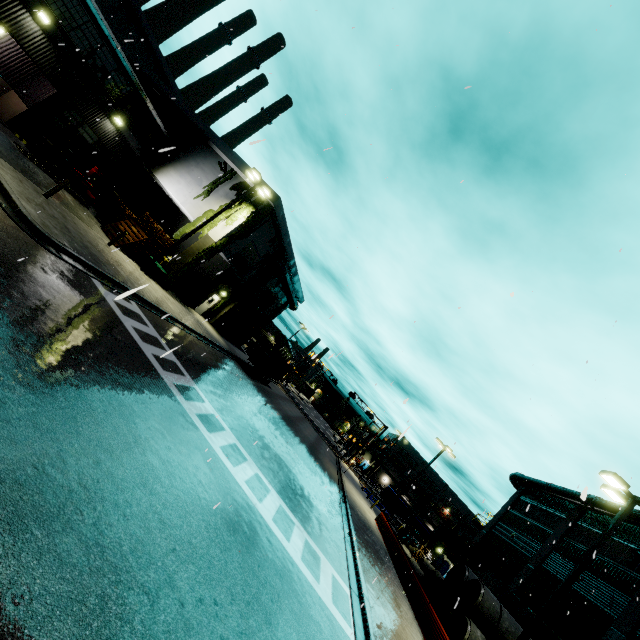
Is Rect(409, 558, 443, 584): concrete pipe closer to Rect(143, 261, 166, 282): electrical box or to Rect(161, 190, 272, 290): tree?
Rect(161, 190, 272, 290): tree

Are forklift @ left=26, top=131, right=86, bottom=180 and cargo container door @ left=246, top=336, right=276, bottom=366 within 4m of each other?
no

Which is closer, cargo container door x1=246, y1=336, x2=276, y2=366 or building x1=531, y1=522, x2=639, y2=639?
building x1=531, y1=522, x2=639, y2=639

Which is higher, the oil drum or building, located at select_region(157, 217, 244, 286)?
building, located at select_region(157, 217, 244, 286)

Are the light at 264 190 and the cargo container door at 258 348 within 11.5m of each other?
no

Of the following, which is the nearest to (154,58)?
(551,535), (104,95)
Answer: (104,95)

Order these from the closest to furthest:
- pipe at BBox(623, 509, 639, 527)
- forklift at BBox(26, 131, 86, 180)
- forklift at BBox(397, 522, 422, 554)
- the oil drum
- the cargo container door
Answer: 1. forklift at BBox(26, 131, 86, 180)
2. pipe at BBox(623, 509, 639, 527)
3. the oil drum
4. the cargo container door
5. forklift at BBox(397, 522, 422, 554)

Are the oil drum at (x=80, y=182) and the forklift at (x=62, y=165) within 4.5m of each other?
yes
